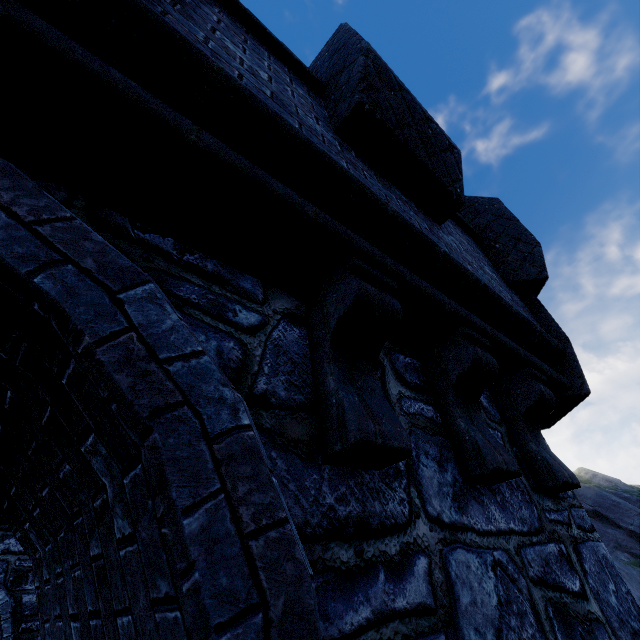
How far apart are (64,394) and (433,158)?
2.9m
